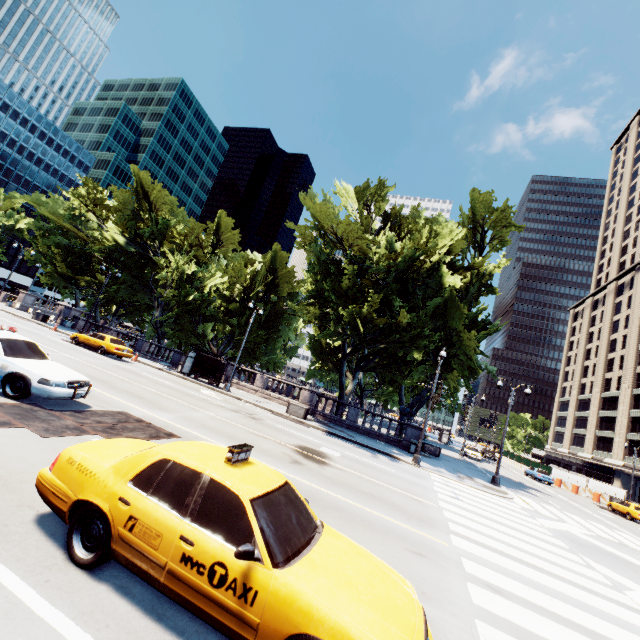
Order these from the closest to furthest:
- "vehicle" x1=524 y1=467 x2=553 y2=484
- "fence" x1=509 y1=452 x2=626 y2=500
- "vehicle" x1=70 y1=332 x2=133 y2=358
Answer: "vehicle" x1=70 y1=332 x2=133 y2=358, "vehicle" x1=524 y1=467 x2=553 y2=484, "fence" x1=509 y1=452 x2=626 y2=500

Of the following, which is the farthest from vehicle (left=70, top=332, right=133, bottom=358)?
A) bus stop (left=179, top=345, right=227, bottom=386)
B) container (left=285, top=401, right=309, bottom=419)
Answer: container (left=285, top=401, right=309, bottom=419)

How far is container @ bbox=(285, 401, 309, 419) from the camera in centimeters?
2341cm

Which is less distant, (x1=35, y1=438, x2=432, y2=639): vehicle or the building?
(x1=35, y1=438, x2=432, y2=639): vehicle

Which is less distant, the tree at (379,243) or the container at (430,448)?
the tree at (379,243)

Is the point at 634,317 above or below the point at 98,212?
above

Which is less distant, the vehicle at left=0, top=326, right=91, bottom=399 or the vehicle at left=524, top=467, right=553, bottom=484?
the vehicle at left=0, top=326, right=91, bottom=399

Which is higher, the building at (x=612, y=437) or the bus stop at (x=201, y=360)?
the building at (x=612, y=437)
